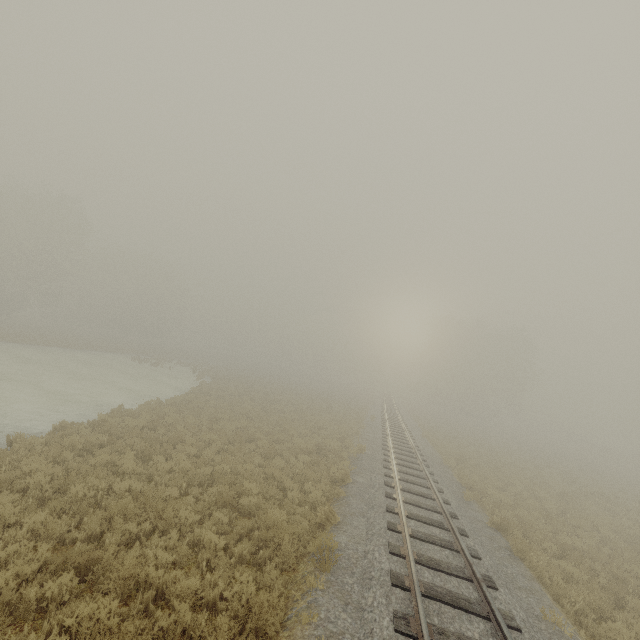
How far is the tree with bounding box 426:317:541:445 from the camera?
49.2m

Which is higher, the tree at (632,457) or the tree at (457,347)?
the tree at (457,347)

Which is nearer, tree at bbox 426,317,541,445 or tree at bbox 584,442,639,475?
tree at bbox 584,442,639,475

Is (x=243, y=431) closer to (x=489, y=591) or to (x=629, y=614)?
(x=489, y=591)

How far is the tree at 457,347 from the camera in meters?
49.2

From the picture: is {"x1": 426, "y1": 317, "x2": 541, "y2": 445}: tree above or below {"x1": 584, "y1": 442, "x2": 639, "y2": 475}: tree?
above
